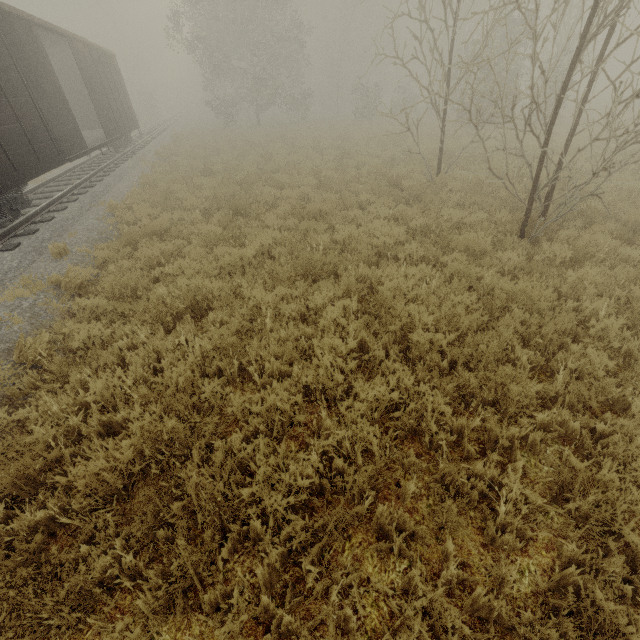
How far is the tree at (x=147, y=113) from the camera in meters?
41.2 m

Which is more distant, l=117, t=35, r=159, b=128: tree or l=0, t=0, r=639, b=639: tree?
l=117, t=35, r=159, b=128: tree

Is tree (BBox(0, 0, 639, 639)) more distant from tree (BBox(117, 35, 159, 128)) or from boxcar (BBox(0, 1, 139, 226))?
tree (BBox(117, 35, 159, 128))

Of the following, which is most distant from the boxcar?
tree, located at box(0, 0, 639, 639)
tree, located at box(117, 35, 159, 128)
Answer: tree, located at box(117, 35, 159, 128)

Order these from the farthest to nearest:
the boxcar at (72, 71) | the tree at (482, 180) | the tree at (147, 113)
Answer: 1. the tree at (147, 113)
2. the boxcar at (72, 71)
3. the tree at (482, 180)

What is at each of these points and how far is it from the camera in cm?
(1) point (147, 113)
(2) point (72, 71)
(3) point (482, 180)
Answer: (1) tree, 4544
(2) boxcar, 1792
(3) tree, 1017
